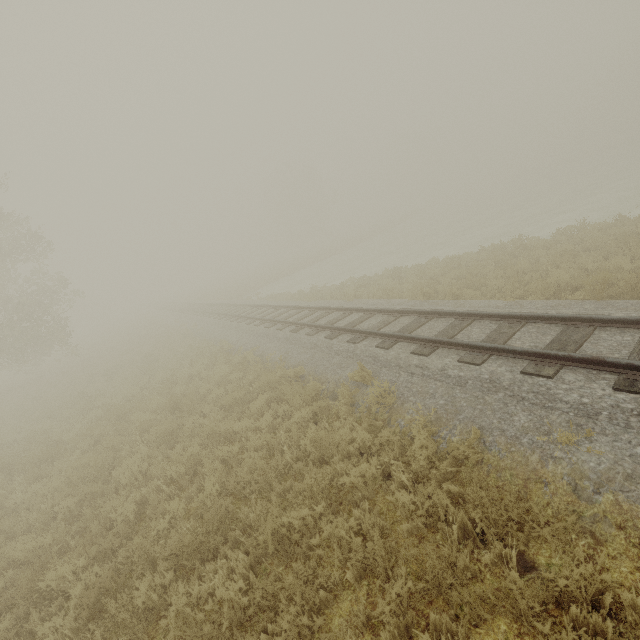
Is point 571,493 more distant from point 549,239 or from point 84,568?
point 549,239

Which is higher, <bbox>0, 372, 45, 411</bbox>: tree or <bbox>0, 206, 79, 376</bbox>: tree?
<bbox>0, 206, 79, 376</bbox>: tree

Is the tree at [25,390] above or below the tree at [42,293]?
below
